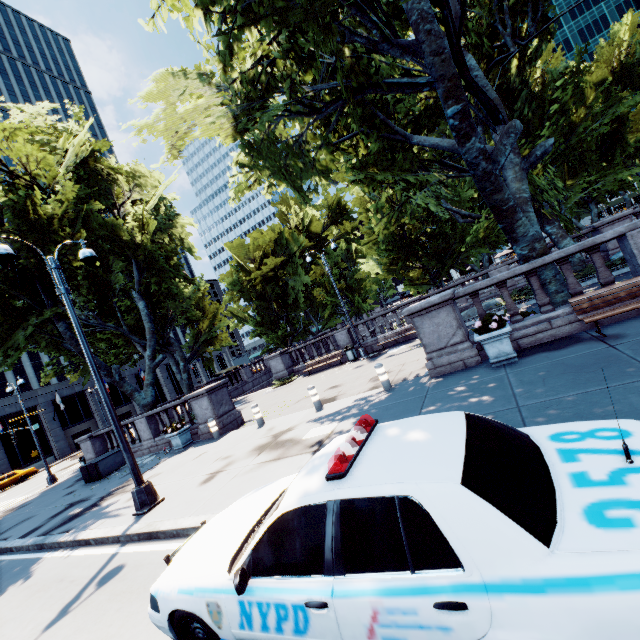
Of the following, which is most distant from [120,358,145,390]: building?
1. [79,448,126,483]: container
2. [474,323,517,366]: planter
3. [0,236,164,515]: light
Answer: [474,323,517,366]: planter

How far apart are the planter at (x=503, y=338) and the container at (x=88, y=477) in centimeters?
1714cm

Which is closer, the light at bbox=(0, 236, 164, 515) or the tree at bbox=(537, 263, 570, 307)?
the light at bbox=(0, 236, 164, 515)

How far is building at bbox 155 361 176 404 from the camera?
57.6m

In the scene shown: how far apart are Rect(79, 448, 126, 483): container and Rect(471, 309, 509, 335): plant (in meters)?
17.24

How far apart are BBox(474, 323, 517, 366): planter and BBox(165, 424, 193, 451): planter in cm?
1222

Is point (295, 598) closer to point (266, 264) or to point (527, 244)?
point (527, 244)

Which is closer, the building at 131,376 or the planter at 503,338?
the planter at 503,338
